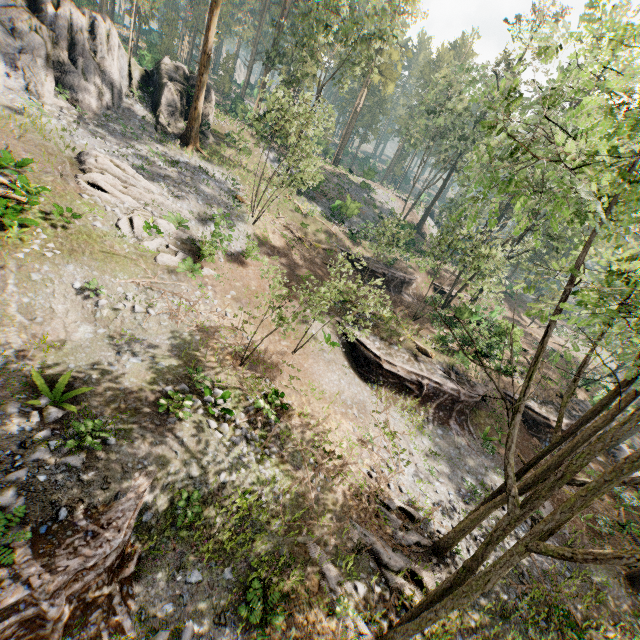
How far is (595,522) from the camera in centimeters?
1875cm

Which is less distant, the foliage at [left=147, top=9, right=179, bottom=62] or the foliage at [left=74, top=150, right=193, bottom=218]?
the foliage at [left=74, top=150, right=193, bottom=218]

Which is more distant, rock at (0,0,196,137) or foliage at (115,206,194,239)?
rock at (0,0,196,137)

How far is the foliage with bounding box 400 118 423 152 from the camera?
40.8m

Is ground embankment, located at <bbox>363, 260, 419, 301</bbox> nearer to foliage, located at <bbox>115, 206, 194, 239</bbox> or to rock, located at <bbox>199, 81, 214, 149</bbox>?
foliage, located at <bbox>115, 206, 194, 239</bbox>

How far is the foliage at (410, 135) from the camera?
40.8m

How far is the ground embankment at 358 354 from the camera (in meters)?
20.55

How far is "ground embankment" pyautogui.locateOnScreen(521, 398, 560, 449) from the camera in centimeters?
2367cm
